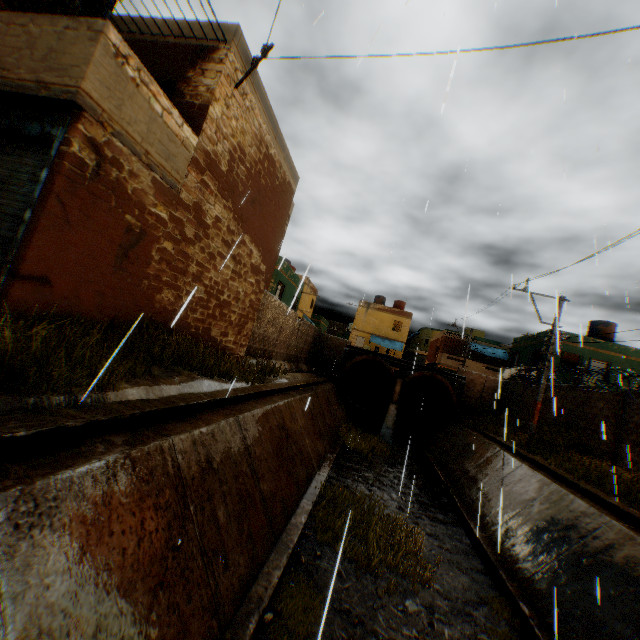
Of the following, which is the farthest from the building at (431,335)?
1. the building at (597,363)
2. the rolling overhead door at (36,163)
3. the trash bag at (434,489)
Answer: the trash bag at (434,489)

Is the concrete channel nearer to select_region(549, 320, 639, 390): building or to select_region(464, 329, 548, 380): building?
select_region(464, 329, 548, 380): building

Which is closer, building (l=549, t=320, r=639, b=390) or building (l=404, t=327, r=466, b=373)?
building (l=549, t=320, r=639, b=390)

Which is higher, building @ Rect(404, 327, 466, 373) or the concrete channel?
building @ Rect(404, 327, 466, 373)

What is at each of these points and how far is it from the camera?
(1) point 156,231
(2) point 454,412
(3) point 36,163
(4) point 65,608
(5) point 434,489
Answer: (1) building, 6.6 meters
(2) water pipe, 20.9 meters
(3) rolling overhead door, 4.8 meters
(4) concrete channel, 2.5 meters
(5) trash bag, 12.5 meters

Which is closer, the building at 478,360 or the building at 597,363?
the building at 597,363

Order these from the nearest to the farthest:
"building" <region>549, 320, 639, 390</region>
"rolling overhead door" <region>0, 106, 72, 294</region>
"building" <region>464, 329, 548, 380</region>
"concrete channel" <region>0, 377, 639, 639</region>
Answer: "concrete channel" <region>0, 377, 639, 639</region> → "rolling overhead door" <region>0, 106, 72, 294</region> → "building" <region>549, 320, 639, 390</region> → "building" <region>464, 329, 548, 380</region>

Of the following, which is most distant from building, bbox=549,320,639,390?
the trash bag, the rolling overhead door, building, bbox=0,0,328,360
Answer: the rolling overhead door
